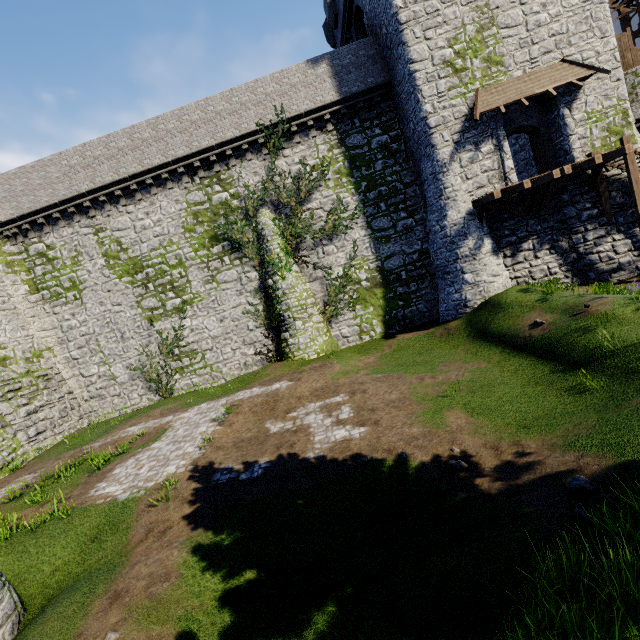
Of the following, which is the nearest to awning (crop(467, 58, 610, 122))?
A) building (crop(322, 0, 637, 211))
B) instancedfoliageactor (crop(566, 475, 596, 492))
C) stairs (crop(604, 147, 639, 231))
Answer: building (crop(322, 0, 637, 211))

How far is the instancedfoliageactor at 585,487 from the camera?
4.8m

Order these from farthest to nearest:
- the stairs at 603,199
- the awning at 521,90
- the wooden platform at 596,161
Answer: the stairs at 603,199 → the awning at 521,90 → the wooden platform at 596,161

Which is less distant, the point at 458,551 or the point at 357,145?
the point at 458,551

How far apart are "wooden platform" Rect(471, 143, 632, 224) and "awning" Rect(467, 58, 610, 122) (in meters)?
3.09

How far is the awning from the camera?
14.8 meters

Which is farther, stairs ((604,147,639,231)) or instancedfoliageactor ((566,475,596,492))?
stairs ((604,147,639,231))

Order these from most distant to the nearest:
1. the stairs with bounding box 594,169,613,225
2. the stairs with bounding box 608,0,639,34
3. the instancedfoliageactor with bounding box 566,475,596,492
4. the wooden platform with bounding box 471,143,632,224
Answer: the stairs with bounding box 608,0,639,34 → the stairs with bounding box 594,169,613,225 → the wooden platform with bounding box 471,143,632,224 → the instancedfoliageactor with bounding box 566,475,596,492
